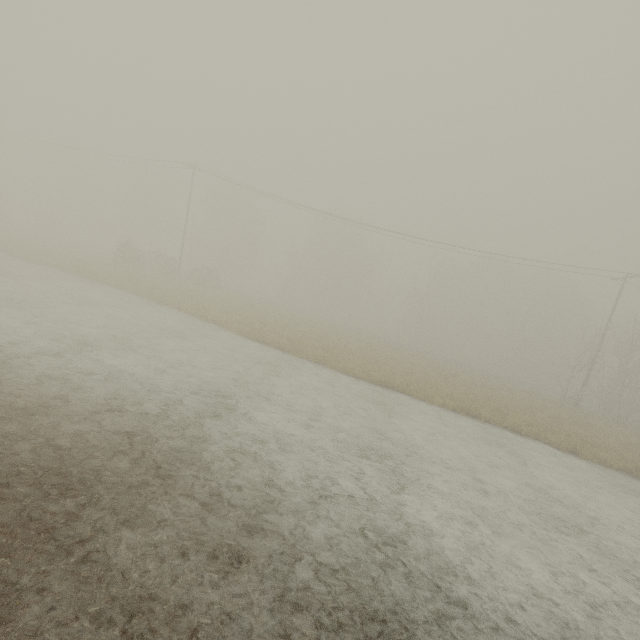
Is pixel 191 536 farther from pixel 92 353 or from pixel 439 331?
pixel 439 331

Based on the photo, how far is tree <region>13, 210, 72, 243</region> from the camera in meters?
41.5 m

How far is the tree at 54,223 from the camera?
41.5m
